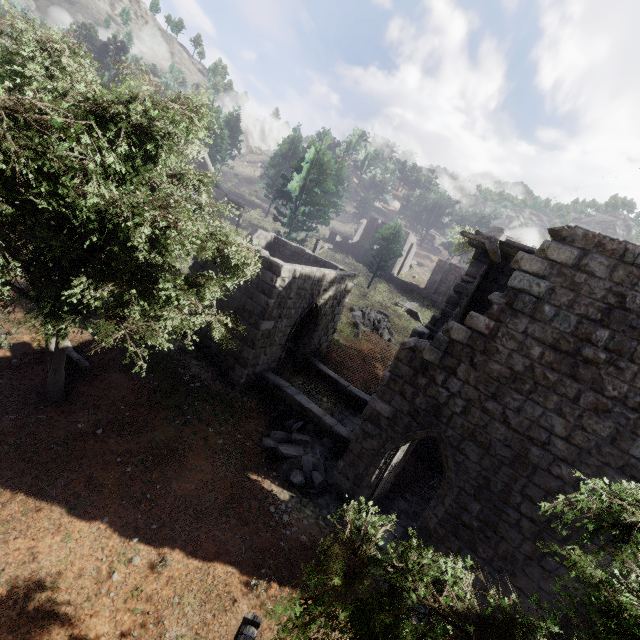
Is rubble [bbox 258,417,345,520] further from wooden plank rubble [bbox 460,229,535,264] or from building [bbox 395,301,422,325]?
building [bbox 395,301,422,325]

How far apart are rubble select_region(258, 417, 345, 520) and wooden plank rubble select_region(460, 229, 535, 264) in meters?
7.5

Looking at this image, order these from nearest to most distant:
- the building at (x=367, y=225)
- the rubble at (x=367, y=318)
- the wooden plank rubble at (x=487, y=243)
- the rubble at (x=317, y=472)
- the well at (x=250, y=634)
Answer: the well at (x=250, y=634) → the wooden plank rubble at (x=487, y=243) → the rubble at (x=317, y=472) → the rubble at (x=367, y=318) → the building at (x=367, y=225)

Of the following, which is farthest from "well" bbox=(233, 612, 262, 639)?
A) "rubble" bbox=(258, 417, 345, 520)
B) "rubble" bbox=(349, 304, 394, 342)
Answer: "rubble" bbox=(349, 304, 394, 342)

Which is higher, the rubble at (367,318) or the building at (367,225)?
the building at (367,225)

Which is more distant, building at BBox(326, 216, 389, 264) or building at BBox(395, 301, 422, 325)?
building at BBox(326, 216, 389, 264)

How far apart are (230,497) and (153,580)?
2.29m

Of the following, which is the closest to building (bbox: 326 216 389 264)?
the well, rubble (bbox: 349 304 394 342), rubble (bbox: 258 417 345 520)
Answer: rubble (bbox: 349 304 394 342)
